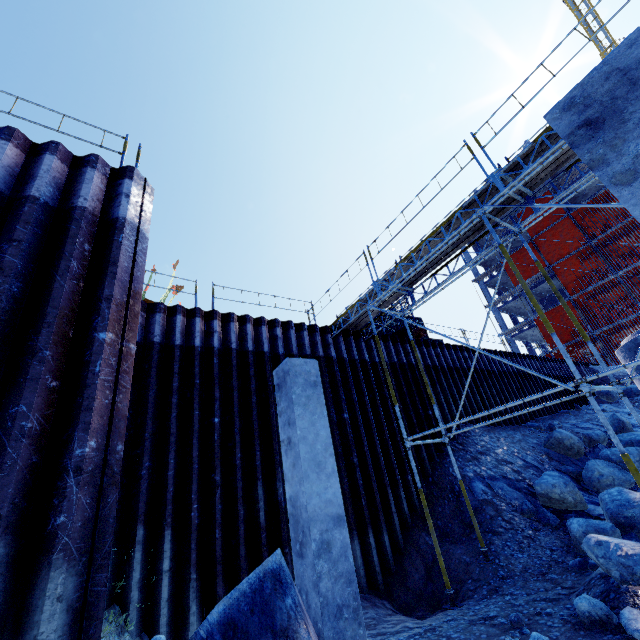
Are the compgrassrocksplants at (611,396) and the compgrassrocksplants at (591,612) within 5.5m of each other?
no

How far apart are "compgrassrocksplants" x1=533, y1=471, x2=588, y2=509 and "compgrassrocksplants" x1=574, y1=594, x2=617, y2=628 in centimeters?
434cm

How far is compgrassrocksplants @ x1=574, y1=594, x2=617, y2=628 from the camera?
4.2 meters

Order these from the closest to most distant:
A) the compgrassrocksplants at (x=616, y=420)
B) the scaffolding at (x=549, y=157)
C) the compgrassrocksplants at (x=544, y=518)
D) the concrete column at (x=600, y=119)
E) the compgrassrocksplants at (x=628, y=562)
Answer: the concrete column at (x=600, y=119), the compgrassrocksplants at (x=628, y=562), the scaffolding at (x=549, y=157), the compgrassrocksplants at (x=544, y=518), the compgrassrocksplants at (x=616, y=420)

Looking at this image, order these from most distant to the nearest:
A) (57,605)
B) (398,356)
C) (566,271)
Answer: (566,271) → (398,356) → (57,605)

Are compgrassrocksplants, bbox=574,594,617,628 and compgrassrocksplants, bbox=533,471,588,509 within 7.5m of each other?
yes

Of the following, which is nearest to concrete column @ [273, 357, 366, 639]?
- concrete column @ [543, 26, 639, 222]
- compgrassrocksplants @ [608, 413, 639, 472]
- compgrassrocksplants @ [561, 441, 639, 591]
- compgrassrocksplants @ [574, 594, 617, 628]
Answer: compgrassrocksplants @ [574, 594, 617, 628]

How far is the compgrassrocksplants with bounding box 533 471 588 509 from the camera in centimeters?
832cm
